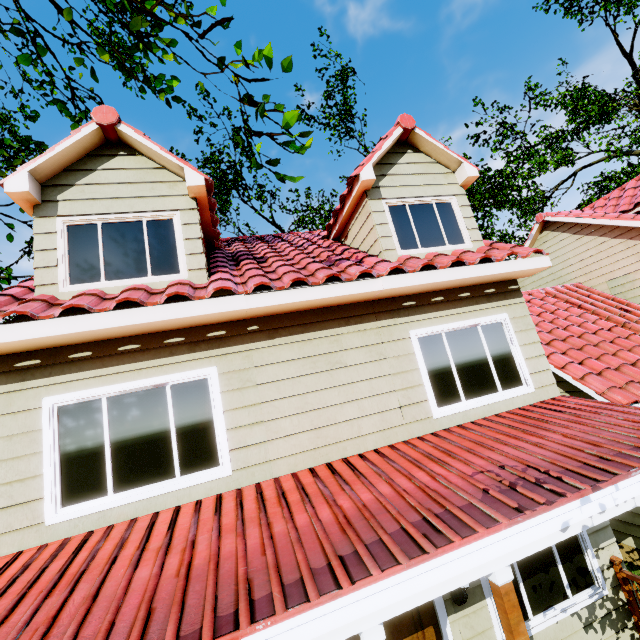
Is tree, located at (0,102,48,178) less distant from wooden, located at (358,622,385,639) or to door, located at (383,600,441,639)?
A: wooden, located at (358,622,385,639)

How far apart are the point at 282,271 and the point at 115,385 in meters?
2.7

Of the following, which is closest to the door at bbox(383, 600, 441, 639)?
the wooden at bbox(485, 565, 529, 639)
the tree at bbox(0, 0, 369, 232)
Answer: the wooden at bbox(485, 565, 529, 639)

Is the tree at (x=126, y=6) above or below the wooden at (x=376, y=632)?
above

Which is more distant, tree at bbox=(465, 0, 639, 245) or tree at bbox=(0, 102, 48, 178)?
tree at bbox=(465, 0, 639, 245)

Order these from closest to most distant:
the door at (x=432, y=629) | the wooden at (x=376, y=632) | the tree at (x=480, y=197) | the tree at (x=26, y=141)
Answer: the wooden at (x=376, y=632)
the door at (x=432, y=629)
the tree at (x=26, y=141)
the tree at (x=480, y=197)

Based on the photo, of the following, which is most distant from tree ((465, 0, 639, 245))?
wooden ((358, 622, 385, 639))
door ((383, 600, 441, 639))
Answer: door ((383, 600, 441, 639))

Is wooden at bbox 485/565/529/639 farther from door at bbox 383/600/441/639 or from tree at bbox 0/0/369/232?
tree at bbox 0/0/369/232
